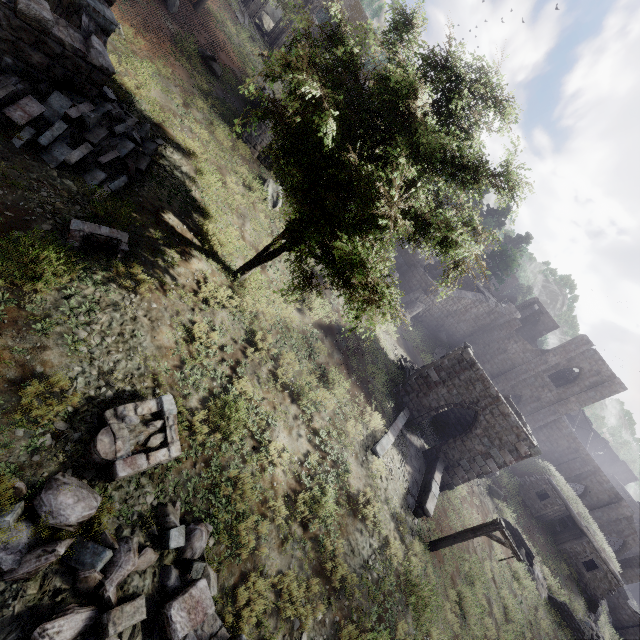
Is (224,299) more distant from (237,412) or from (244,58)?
(244,58)

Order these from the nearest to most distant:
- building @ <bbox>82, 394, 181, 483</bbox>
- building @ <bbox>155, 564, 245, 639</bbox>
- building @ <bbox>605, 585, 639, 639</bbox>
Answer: building @ <bbox>155, 564, 245, 639</bbox> → building @ <bbox>82, 394, 181, 483</bbox> → building @ <bbox>605, 585, 639, 639</bbox>

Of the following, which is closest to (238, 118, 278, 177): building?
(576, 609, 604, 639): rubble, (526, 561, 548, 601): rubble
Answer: (526, 561, 548, 601): rubble

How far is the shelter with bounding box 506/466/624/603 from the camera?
24.2m

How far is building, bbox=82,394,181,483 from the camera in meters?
6.0

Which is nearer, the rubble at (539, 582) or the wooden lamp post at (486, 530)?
the wooden lamp post at (486, 530)

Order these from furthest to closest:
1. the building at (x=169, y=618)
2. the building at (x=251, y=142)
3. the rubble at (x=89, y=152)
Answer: the building at (x=251, y=142) < the rubble at (x=89, y=152) < the building at (x=169, y=618)

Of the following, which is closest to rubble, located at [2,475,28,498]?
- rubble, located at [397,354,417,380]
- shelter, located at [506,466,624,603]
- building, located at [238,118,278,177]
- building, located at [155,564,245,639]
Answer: building, located at [155,564,245,639]
